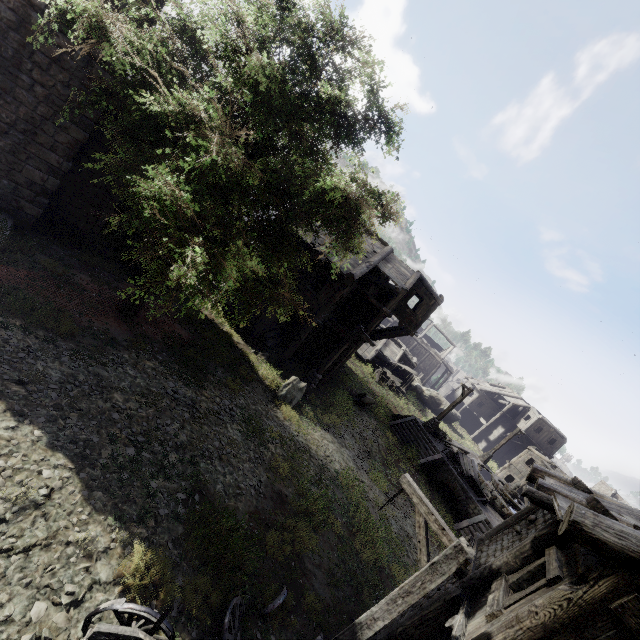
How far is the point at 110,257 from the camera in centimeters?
1471cm

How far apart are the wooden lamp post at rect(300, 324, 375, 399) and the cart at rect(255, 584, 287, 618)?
9.3 meters

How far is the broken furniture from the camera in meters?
21.1 m

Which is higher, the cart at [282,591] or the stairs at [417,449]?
the cart at [282,591]

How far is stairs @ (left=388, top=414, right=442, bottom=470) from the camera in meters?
22.4

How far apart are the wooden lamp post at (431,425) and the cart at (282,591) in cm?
1993

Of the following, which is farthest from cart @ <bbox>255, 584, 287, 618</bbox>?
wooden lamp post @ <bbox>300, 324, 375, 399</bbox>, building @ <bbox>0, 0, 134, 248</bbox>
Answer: wooden lamp post @ <bbox>300, 324, 375, 399</bbox>

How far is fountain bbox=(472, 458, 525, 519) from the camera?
21.5 meters
